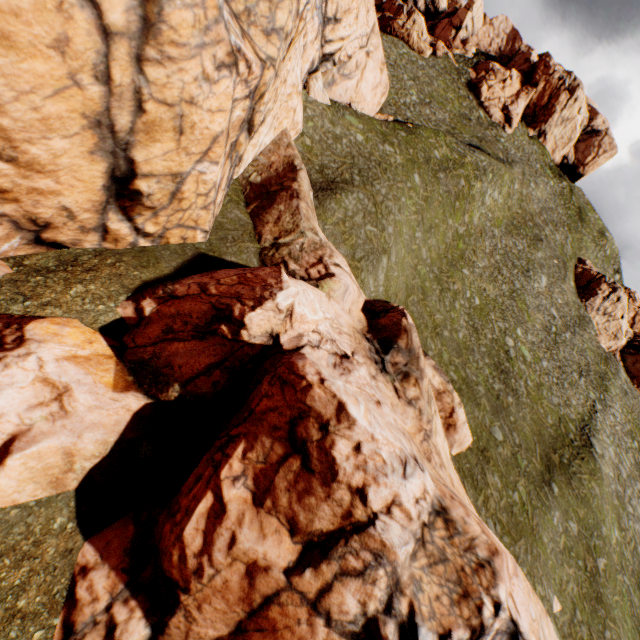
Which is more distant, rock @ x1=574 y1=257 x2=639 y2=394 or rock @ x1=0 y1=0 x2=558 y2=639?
rock @ x1=574 y1=257 x2=639 y2=394

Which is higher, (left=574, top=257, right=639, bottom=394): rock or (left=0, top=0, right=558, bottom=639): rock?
(left=574, top=257, right=639, bottom=394): rock

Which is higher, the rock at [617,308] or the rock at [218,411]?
the rock at [617,308]

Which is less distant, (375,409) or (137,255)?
(375,409)

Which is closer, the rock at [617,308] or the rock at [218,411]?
the rock at [218,411]
